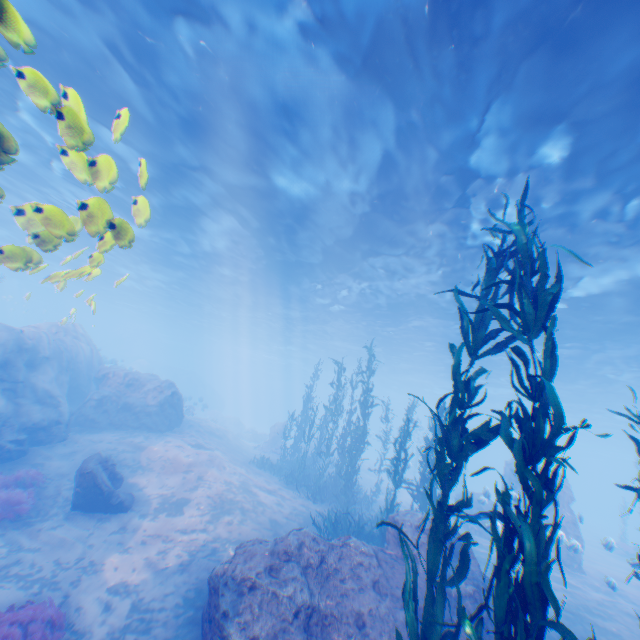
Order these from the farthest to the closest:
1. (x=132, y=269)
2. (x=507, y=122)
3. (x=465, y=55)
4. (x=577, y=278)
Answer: (x=132, y=269)
(x=577, y=278)
(x=507, y=122)
(x=465, y=55)

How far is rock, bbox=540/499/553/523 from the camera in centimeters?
1680cm

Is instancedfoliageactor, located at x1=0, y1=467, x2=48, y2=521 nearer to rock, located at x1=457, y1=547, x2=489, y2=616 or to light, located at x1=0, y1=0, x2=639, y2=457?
rock, located at x1=457, y1=547, x2=489, y2=616

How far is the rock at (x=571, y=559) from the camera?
12.84m

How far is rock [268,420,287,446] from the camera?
28.1 meters

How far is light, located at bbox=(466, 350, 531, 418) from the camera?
29.11m

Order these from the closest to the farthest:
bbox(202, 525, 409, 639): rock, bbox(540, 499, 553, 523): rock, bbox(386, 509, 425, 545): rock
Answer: bbox(202, 525, 409, 639): rock, bbox(386, 509, 425, 545): rock, bbox(540, 499, 553, 523): rock

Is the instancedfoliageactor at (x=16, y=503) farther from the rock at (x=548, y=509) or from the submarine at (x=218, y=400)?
the submarine at (x=218, y=400)
